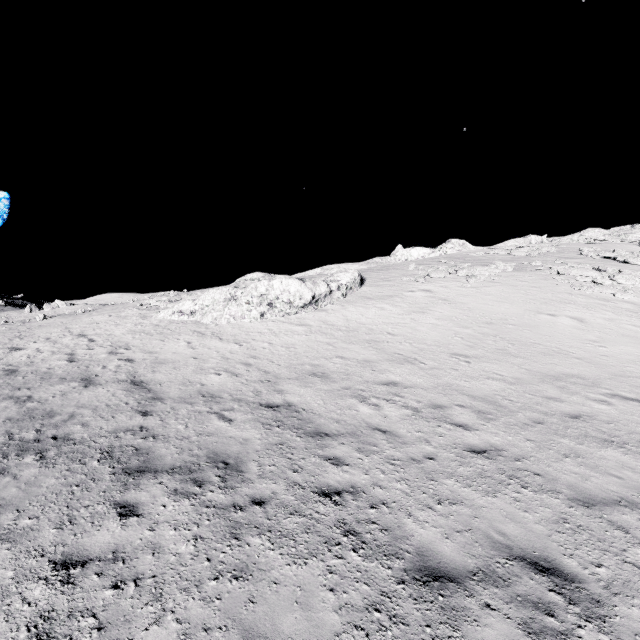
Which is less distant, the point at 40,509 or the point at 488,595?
the point at 488,595
